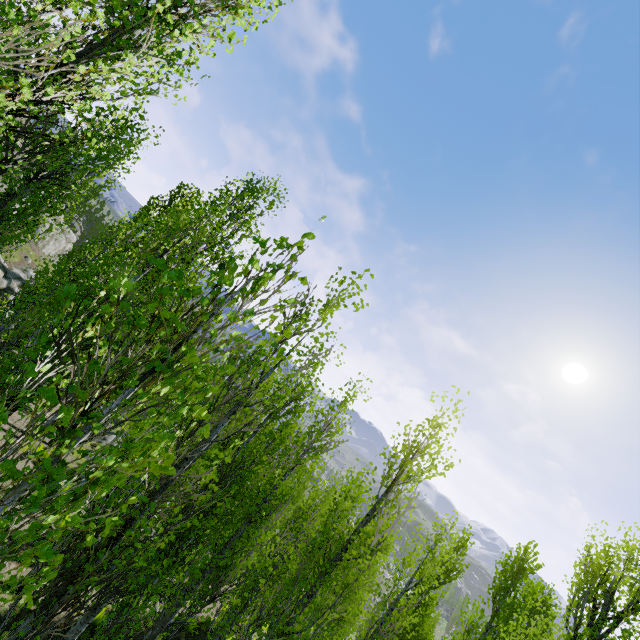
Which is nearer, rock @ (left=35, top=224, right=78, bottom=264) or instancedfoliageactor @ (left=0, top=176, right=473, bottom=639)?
instancedfoliageactor @ (left=0, top=176, right=473, bottom=639)

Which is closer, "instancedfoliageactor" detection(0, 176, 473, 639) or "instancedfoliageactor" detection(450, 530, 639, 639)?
"instancedfoliageactor" detection(0, 176, 473, 639)

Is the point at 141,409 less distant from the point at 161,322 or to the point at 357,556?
the point at 161,322

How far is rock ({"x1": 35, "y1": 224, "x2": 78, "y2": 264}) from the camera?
41.66m

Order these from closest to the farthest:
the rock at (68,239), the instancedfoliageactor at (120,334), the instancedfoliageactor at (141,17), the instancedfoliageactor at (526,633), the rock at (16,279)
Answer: the instancedfoliageactor at (120,334)
the instancedfoliageactor at (141,17)
the instancedfoliageactor at (526,633)
the rock at (16,279)
the rock at (68,239)

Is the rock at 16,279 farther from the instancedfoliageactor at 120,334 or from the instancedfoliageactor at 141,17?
the instancedfoliageactor at 141,17

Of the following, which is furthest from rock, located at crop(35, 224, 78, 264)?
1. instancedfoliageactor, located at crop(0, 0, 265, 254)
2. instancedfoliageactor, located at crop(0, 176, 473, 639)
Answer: instancedfoliageactor, located at crop(0, 0, 265, 254)

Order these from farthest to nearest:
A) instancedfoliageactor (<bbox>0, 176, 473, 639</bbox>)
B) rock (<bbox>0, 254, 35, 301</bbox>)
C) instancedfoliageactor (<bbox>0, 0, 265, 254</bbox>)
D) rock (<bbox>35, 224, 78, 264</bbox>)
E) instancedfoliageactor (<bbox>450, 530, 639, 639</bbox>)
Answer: rock (<bbox>35, 224, 78, 264</bbox>), rock (<bbox>0, 254, 35, 301</bbox>), instancedfoliageactor (<bbox>450, 530, 639, 639</bbox>), instancedfoliageactor (<bbox>0, 0, 265, 254</bbox>), instancedfoliageactor (<bbox>0, 176, 473, 639</bbox>)
